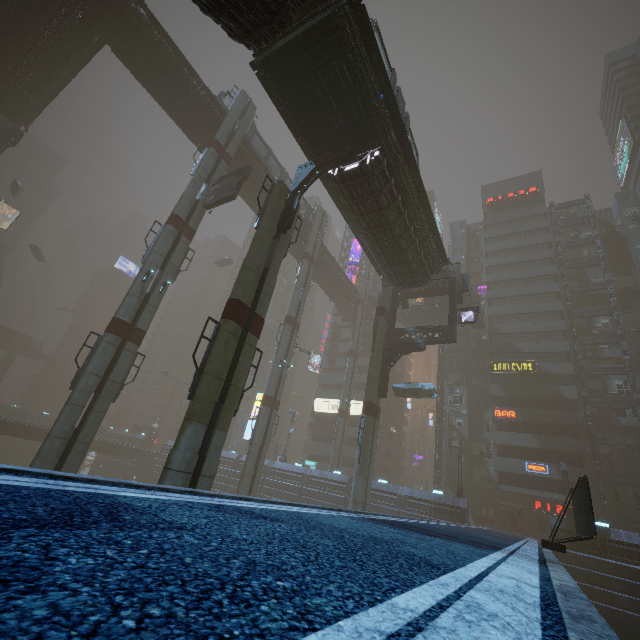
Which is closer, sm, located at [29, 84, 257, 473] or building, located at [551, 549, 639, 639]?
sm, located at [29, 84, 257, 473]

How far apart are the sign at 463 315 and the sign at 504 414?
20.2 meters

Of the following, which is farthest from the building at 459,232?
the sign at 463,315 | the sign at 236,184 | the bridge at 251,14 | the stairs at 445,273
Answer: the sign at 236,184

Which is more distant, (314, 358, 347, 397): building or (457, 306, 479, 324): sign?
(314, 358, 347, 397): building

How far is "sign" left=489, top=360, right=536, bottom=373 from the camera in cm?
4091

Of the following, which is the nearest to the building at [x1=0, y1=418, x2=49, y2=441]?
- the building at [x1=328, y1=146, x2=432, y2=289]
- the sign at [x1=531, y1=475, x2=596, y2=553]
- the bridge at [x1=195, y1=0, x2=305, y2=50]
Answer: the sign at [x1=531, y1=475, x2=596, y2=553]

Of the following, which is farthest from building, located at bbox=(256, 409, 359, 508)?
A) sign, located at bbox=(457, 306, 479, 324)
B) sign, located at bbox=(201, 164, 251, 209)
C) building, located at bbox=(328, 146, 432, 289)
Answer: sign, located at bbox=(201, 164, 251, 209)

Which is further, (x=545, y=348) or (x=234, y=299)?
(x=545, y=348)
